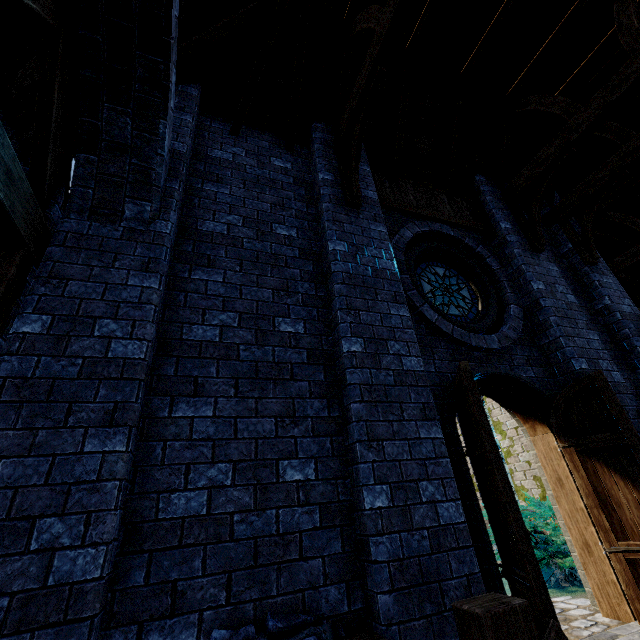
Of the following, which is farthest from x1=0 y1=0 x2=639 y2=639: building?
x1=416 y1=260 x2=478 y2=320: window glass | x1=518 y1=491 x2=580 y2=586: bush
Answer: x1=416 y1=260 x2=478 y2=320: window glass

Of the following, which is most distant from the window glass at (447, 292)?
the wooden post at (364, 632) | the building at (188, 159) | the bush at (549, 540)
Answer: the wooden post at (364, 632)

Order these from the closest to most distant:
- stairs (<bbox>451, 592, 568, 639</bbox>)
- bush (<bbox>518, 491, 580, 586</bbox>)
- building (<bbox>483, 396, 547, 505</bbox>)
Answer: stairs (<bbox>451, 592, 568, 639</bbox>) < bush (<bbox>518, 491, 580, 586</bbox>) < building (<bbox>483, 396, 547, 505</bbox>)

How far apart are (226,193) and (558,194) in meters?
10.3

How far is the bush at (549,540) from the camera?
5.35m

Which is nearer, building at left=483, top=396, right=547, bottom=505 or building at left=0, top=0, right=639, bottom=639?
building at left=0, top=0, right=639, bottom=639

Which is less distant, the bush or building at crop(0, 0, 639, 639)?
building at crop(0, 0, 639, 639)

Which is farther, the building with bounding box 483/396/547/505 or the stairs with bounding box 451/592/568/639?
the building with bounding box 483/396/547/505
